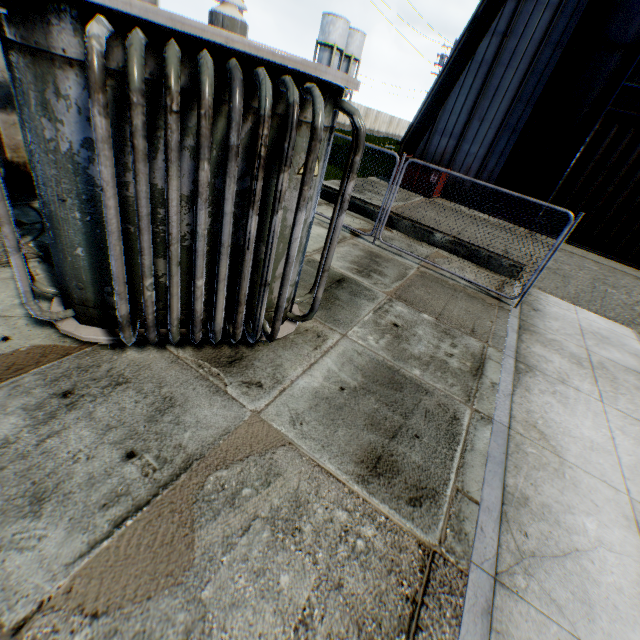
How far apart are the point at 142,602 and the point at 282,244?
3.1m

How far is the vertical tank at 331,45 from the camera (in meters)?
44.72

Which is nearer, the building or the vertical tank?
the building

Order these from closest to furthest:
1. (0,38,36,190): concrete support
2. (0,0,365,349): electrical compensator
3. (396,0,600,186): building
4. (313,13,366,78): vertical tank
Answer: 1. (0,0,365,349): electrical compensator
2. (0,38,36,190): concrete support
3. (396,0,600,186): building
4. (313,13,366,78): vertical tank

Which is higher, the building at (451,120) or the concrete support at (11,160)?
the building at (451,120)

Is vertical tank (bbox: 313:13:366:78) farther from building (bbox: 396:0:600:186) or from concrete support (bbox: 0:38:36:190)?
concrete support (bbox: 0:38:36:190)

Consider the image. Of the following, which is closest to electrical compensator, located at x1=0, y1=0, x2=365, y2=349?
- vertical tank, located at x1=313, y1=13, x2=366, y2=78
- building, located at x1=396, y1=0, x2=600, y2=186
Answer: building, located at x1=396, y1=0, x2=600, y2=186
